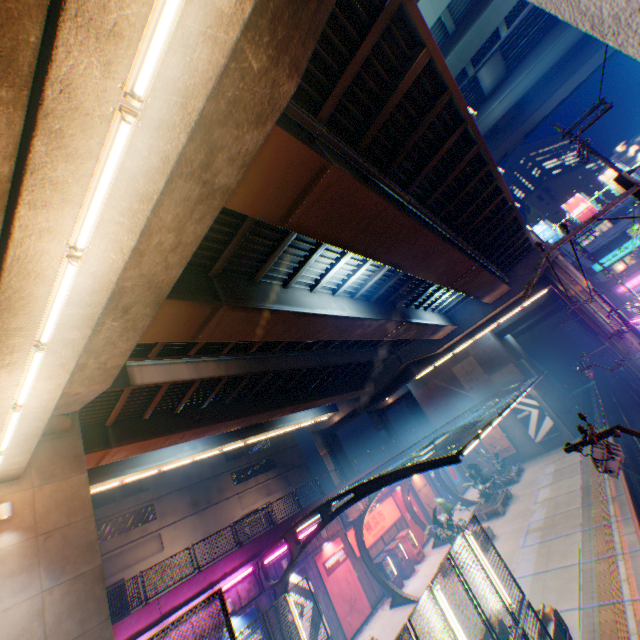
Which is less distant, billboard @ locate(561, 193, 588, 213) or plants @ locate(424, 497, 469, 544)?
plants @ locate(424, 497, 469, 544)

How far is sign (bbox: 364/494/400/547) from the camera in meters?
23.1

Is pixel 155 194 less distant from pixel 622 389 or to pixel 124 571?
pixel 124 571

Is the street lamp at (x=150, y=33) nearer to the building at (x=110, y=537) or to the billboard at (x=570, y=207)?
the building at (x=110, y=537)

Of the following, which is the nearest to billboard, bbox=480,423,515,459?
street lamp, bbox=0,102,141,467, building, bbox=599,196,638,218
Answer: building, bbox=599,196,638,218

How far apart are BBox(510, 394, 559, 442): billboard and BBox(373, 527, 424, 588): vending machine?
19.4 meters

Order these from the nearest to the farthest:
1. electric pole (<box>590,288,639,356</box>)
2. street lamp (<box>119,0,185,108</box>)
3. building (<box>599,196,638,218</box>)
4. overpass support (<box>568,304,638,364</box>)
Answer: street lamp (<box>119,0,185,108</box>), electric pole (<box>590,288,639,356</box>), overpass support (<box>568,304,638,364</box>), building (<box>599,196,638,218</box>)

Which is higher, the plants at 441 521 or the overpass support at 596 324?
the overpass support at 596 324
